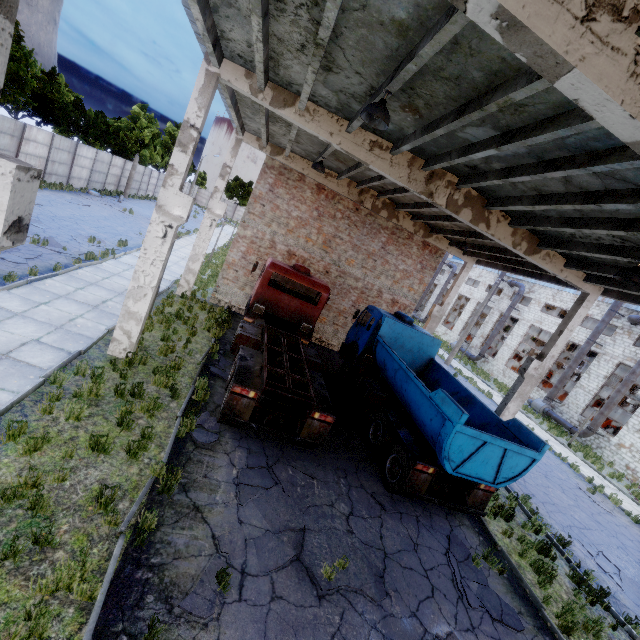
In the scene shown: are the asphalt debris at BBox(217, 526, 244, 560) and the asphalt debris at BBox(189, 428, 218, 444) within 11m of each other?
yes

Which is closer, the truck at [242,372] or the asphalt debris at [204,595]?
the asphalt debris at [204,595]

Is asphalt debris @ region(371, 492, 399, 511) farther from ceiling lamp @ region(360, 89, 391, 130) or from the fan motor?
the fan motor

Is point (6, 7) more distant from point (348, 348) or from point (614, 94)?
point (348, 348)

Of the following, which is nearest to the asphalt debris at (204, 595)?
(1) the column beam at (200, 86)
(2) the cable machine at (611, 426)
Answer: (1) the column beam at (200, 86)

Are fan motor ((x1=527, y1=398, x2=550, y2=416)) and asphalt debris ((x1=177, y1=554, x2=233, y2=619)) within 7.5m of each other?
no

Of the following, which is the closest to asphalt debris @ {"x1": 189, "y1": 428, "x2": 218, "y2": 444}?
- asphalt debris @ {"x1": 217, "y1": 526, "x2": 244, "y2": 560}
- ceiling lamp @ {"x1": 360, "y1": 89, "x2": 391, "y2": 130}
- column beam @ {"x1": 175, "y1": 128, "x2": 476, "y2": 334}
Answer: asphalt debris @ {"x1": 217, "y1": 526, "x2": 244, "y2": 560}

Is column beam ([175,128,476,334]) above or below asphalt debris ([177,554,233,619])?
above
